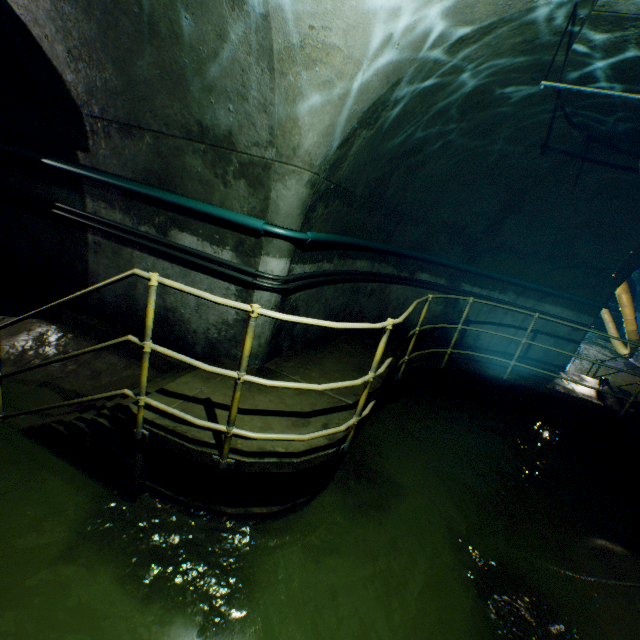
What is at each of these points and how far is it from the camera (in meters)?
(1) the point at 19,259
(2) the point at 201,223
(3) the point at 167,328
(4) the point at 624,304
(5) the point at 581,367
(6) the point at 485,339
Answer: (1) building tunnel, 4.77
(2) building tunnel, 3.54
(3) building tunnel, 4.08
(4) large conduit, 12.55
(5) building tunnel, 12.24
(6) building tunnel, 7.33

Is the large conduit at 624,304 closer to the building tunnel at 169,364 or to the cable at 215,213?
the building tunnel at 169,364

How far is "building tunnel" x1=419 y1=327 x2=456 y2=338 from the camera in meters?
7.2 m

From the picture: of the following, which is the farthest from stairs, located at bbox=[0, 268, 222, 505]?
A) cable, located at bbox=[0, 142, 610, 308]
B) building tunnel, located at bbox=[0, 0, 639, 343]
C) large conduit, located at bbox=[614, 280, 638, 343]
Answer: cable, located at bbox=[0, 142, 610, 308]

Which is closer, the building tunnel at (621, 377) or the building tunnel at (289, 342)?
the building tunnel at (289, 342)

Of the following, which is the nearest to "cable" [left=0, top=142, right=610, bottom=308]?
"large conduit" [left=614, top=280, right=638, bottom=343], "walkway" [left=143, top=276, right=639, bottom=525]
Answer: "walkway" [left=143, top=276, right=639, bottom=525]

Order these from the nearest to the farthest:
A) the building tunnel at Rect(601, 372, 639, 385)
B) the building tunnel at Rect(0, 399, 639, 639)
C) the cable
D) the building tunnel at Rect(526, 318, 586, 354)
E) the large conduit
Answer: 1. the building tunnel at Rect(0, 399, 639, 639)
2. the cable
3. the building tunnel at Rect(526, 318, 586, 354)
4. the building tunnel at Rect(601, 372, 639, 385)
5. the large conduit
